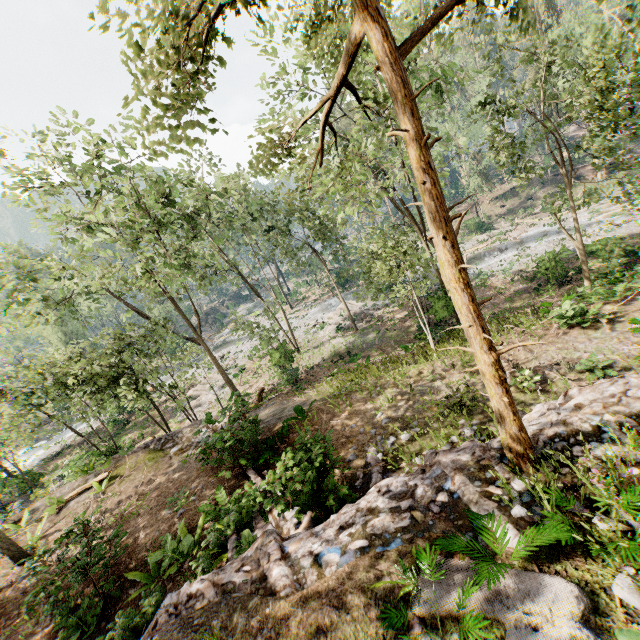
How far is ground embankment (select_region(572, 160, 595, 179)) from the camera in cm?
4116

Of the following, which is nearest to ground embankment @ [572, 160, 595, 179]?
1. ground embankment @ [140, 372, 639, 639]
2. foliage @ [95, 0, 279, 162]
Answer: foliage @ [95, 0, 279, 162]

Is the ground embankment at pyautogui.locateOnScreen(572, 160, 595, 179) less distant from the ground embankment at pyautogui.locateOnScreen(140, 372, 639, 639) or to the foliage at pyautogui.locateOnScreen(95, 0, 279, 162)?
the foliage at pyautogui.locateOnScreen(95, 0, 279, 162)

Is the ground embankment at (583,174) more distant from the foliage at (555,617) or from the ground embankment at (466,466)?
the ground embankment at (466,466)

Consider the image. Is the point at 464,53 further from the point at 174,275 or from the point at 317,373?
the point at 174,275

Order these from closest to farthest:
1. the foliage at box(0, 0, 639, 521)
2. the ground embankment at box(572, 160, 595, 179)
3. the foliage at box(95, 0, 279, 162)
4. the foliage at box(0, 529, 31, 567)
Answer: the foliage at box(95, 0, 279, 162)
the foliage at box(0, 0, 639, 521)
the foliage at box(0, 529, 31, 567)
the ground embankment at box(572, 160, 595, 179)

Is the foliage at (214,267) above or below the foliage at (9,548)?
above
